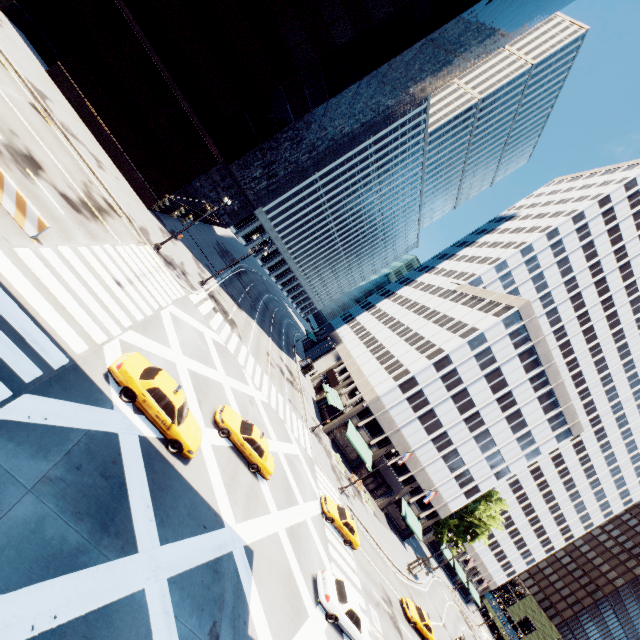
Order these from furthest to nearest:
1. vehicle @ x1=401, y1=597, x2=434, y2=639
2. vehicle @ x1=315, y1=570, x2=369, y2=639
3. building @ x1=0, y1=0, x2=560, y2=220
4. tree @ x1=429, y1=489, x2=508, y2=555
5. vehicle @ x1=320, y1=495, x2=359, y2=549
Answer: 1. tree @ x1=429, y1=489, x2=508, y2=555
2. vehicle @ x1=401, y1=597, x2=434, y2=639
3. building @ x1=0, y1=0, x2=560, y2=220
4. vehicle @ x1=320, y1=495, x2=359, y2=549
5. vehicle @ x1=315, y1=570, x2=369, y2=639

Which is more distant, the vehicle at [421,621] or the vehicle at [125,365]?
the vehicle at [421,621]

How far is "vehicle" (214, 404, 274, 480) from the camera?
18.3m

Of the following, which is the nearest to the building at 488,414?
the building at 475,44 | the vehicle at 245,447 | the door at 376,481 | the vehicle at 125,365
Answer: the door at 376,481

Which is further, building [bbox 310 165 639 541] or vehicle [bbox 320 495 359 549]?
building [bbox 310 165 639 541]

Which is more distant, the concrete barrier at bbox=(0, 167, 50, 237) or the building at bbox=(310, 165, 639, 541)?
the building at bbox=(310, 165, 639, 541)

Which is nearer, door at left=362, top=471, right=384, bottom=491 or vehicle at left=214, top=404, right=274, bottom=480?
vehicle at left=214, top=404, right=274, bottom=480

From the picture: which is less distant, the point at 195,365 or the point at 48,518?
the point at 48,518
